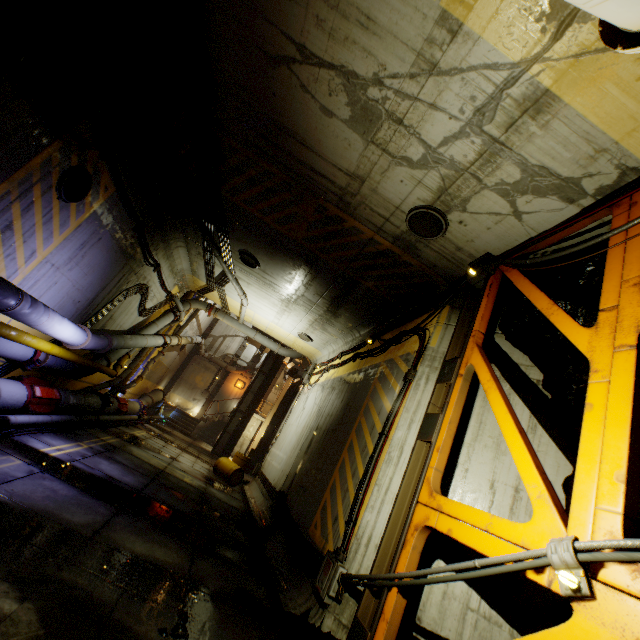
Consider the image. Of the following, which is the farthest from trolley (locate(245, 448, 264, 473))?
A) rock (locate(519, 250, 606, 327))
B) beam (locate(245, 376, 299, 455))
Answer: rock (locate(519, 250, 606, 327))

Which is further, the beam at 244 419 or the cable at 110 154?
the beam at 244 419

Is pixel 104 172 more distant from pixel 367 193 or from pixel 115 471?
pixel 115 471

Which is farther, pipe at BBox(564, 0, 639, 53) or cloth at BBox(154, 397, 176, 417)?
cloth at BBox(154, 397, 176, 417)

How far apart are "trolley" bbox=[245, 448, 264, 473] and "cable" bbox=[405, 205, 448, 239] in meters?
17.7 m

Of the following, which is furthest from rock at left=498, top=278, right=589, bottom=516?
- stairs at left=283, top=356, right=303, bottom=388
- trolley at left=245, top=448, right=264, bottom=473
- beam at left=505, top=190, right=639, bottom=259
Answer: trolley at left=245, top=448, right=264, bottom=473

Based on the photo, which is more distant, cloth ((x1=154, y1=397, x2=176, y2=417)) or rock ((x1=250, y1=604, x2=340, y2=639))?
cloth ((x1=154, y1=397, x2=176, y2=417))

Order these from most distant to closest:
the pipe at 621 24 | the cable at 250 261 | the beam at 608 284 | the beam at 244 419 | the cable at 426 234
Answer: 1. the beam at 244 419
2. the cable at 250 261
3. the cable at 426 234
4. the beam at 608 284
5. the pipe at 621 24
